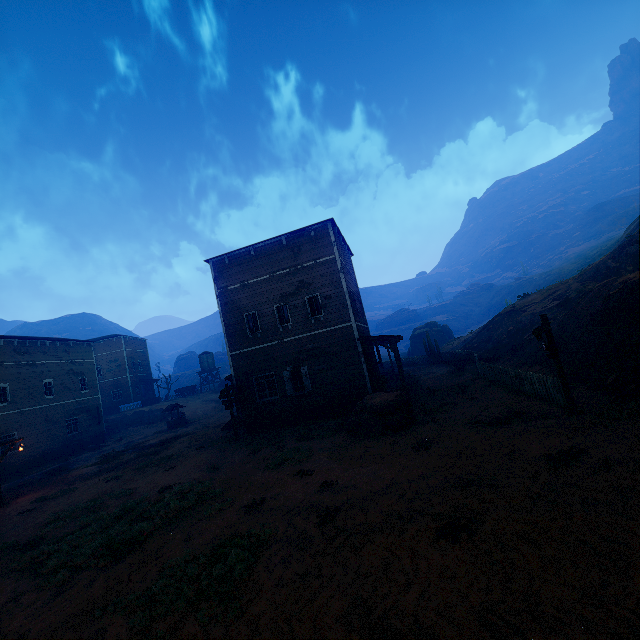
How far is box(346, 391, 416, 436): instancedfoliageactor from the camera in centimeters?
1265cm

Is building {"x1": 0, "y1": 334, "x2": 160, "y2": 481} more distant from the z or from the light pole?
the light pole

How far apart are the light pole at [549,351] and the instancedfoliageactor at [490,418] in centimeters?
153cm

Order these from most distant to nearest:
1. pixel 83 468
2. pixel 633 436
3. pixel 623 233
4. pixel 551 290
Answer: pixel 623 233, pixel 551 290, pixel 83 468, pixel 633 436

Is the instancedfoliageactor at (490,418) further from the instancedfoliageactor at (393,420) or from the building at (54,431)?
the building at (54,431)

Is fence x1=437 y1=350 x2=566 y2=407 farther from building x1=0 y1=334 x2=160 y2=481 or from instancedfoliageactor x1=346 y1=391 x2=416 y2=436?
instancedfoliageactor x1=346 y1=391 x2=416 y2=436

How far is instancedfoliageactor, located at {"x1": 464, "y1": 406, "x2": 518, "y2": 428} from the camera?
10.5 meters

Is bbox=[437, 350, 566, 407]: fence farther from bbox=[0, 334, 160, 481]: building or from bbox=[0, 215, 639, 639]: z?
bbox=[0, 334, 160, 481]: building
